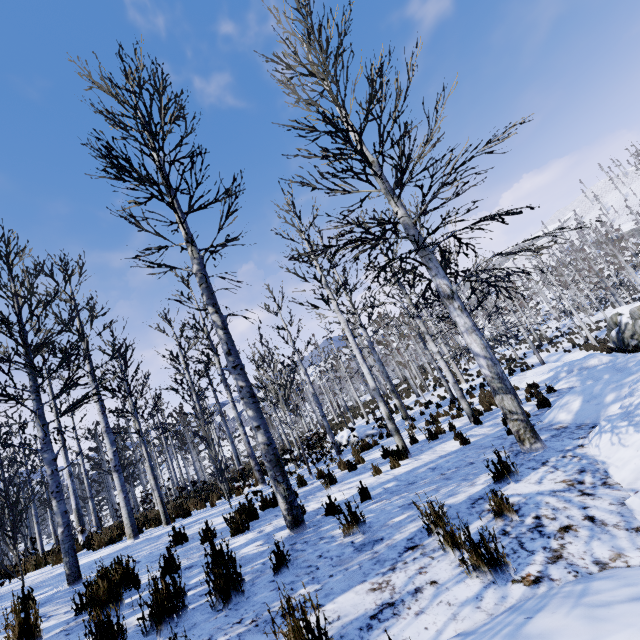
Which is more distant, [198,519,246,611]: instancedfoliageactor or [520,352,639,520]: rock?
[520,352,639,520]: rock

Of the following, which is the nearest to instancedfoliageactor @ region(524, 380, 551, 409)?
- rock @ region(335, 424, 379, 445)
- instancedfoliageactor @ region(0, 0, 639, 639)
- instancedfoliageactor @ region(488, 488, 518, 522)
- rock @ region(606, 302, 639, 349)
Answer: rock @ region(606, 302, 639, 349)

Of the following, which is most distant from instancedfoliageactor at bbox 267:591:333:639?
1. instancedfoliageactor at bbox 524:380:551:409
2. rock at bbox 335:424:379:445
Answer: rock at bbox 335:424:379:445

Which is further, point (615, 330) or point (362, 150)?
point (615, 330)

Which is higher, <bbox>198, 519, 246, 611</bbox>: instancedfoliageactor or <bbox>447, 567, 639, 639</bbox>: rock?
<bbox>198, 519, 246, 611</bbox>: instancedfoliageactor

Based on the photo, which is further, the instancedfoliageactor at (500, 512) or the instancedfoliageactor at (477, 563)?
the instancedfoliageactor at (500, 512)

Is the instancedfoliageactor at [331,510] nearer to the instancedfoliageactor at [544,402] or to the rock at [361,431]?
the instancedfoliageactor at [544,402]
